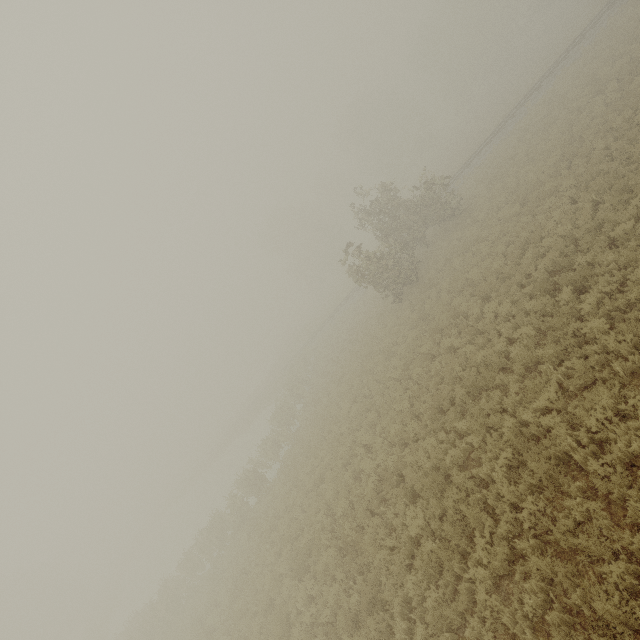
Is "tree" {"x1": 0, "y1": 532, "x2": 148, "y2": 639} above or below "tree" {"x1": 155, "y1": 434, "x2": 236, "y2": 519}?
above

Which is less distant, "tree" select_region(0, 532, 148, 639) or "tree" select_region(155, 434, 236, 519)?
"tree" select_region(0, 532, 148, 639)

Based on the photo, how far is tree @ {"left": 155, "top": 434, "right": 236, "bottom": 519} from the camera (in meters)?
47.48

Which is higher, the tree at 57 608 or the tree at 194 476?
the tree at 57 608

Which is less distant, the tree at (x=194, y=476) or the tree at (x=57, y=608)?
the tree at (x=57, y=608)

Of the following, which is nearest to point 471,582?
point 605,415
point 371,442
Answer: point 605,415
